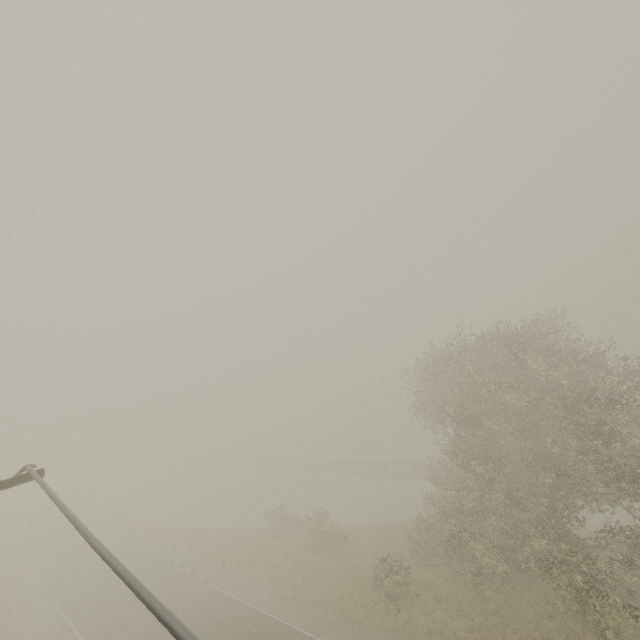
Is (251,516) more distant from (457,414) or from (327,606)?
(457,414)
